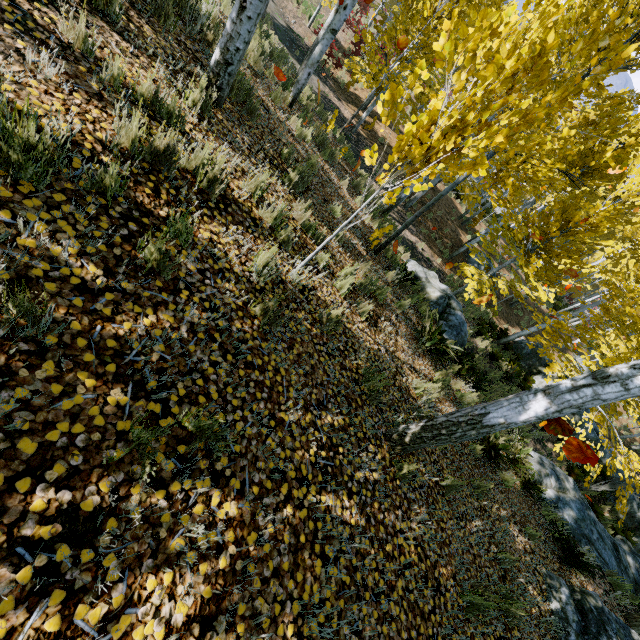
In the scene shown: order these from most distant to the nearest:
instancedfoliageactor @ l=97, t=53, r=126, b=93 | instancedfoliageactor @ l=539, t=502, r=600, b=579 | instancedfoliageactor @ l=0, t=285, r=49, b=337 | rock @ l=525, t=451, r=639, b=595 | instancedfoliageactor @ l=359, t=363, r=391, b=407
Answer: rock @ l=525, t=451, r=639, b=595 → instancedfoliageactor @ l=539, t=502, r=600, b=579 → instancedfoliageactor @ l=359, t=363, r=391, b=407 → instancedfoliageactor @ l=97, t=53, r=126, b=93 → instancedfoliageactor @ l=0, t=285, r=49, b=337

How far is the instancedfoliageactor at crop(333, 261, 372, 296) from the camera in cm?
465

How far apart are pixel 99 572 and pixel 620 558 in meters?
13.0

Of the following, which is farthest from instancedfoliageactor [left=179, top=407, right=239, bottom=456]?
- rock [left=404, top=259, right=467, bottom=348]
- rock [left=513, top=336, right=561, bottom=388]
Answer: rock [left=513, top=336, right=561, bottom=388]

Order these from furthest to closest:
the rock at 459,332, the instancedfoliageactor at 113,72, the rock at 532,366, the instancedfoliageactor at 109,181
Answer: the rock at 532,366 → the rock at 459,332 → the instancedfoliageactor at 113,72 → the instancedfoliageactor at 109,181

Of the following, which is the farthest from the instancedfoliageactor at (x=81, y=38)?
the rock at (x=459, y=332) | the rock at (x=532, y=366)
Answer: the rock at (x=532, y=366)

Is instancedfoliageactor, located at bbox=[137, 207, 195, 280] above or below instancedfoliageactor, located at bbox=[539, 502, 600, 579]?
above
